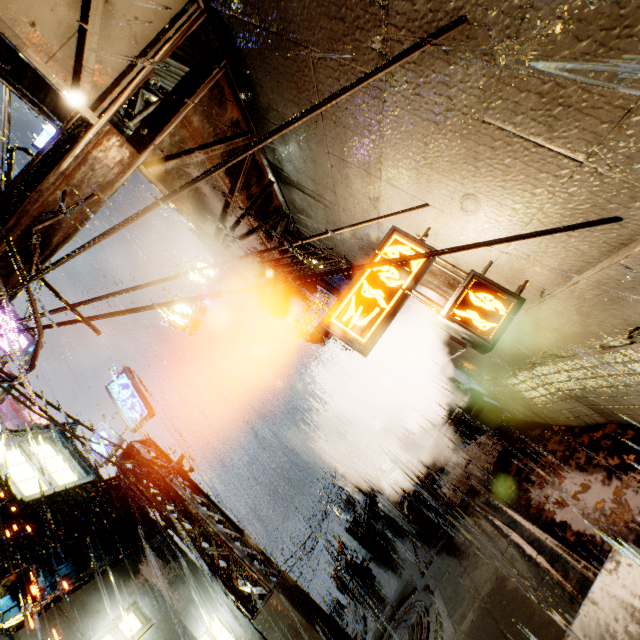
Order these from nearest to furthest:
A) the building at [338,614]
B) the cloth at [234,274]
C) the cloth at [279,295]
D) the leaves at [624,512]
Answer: the leaves at [624,512] → the cloth at [234,274] → the cloth at [279,295] → the building at [338,614]

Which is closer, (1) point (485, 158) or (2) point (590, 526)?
(1) point (485, 158)

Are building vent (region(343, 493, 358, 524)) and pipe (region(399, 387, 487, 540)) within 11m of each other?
no

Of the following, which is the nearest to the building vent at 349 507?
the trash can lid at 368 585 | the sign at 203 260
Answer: the trash can lid at 368 585

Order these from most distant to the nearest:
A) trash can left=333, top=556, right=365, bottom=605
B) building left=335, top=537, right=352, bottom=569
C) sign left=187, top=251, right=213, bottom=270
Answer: building left=335, top=537, right=352, bottom=569, sign left=187, top=251, right=213, bottom=270, trash can left=333, top=556, right=365, bottom=605

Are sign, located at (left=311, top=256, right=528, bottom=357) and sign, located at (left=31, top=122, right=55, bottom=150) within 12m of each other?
no

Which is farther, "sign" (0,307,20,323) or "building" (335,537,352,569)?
"building" (335,537,352,569)

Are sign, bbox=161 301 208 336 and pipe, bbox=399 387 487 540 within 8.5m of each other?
no
